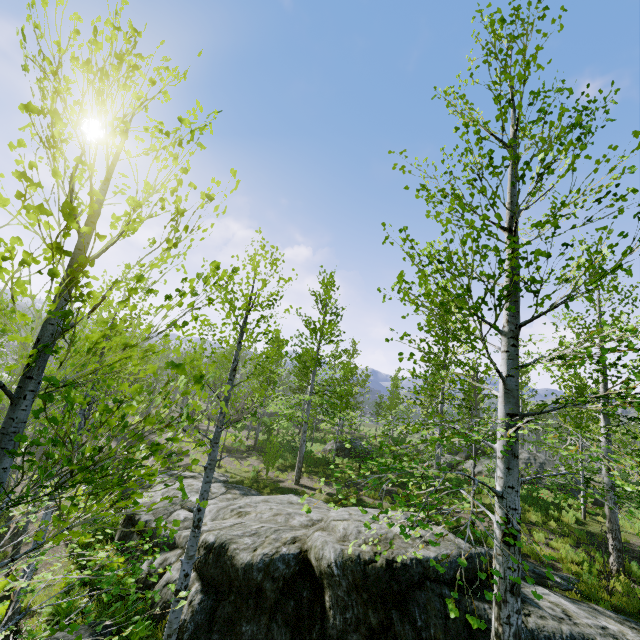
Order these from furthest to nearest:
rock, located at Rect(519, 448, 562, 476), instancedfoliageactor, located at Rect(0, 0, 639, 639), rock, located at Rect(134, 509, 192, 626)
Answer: rock, located at Rect(519, 448, 562, 476)
rock, located at Rect(134, 509, 192, 626)
instancedfoliageactor, located at Rect(0, 0, 639, 639)

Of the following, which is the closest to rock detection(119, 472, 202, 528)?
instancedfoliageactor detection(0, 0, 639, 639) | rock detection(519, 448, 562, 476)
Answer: instancedfoliageactor detection(0, 0, 639, 639)

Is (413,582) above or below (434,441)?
below

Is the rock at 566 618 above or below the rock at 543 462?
below

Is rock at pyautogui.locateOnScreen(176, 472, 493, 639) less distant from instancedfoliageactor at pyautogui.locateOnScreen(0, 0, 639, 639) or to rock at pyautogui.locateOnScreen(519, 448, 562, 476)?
instancedfoliageactor at pyautogui.locateOnScreen(0, 0, 639, 639)

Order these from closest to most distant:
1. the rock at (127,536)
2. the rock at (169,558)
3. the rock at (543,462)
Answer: the rock at (169,558) → the rock at (127,536) → the rock at (543,462)
